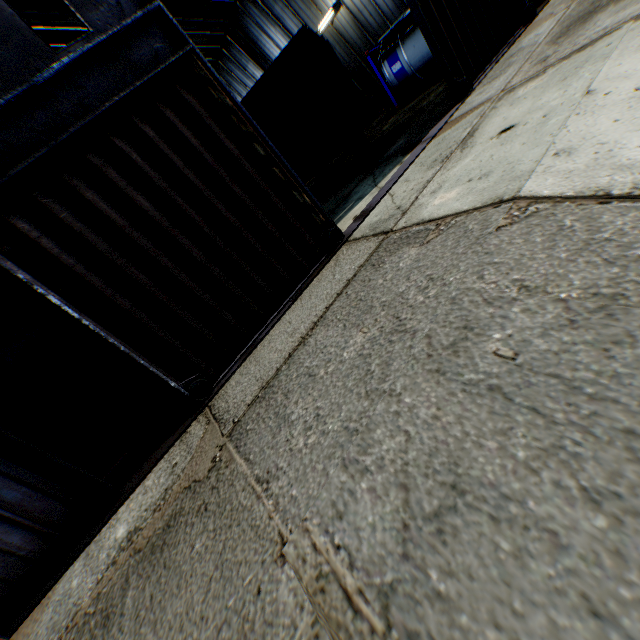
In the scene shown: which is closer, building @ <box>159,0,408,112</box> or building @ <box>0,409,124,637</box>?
building @ <box>0,409,124,637</box>

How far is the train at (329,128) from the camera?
10.6 meters

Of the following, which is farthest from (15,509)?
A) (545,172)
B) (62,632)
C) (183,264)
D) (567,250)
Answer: (545,172)

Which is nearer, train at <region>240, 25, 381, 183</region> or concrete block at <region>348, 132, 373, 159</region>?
train at <region>240, 25, 381, 183</region>

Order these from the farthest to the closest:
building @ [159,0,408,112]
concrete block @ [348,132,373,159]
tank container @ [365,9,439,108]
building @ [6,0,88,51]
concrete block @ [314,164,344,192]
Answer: building @ [159,0,408,112], building @ [6,0,88,51], tank container @ [365,9,439,108], concrete block @ [348,132,373,159], concrete block @ [314,164,344,192]

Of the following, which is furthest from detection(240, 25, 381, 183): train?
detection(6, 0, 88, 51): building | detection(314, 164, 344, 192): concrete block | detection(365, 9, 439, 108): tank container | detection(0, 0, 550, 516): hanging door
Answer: detection(6, 0, 88, 51): building

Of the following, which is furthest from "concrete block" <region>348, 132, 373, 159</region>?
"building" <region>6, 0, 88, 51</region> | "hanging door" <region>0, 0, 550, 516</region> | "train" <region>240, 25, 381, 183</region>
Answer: "building" <region>6, 0, 88, 51</region>

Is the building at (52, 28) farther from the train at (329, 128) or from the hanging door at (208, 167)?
the train at (329, 128)
